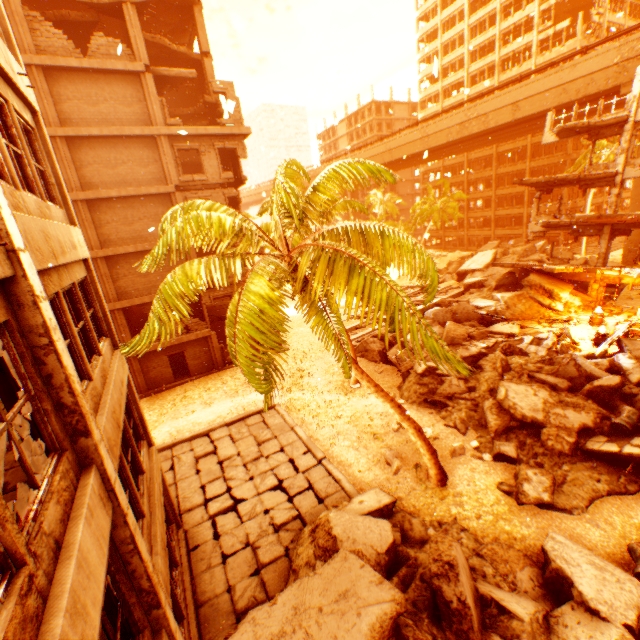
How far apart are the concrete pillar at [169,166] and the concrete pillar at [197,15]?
9.2m

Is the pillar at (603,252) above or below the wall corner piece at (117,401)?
below

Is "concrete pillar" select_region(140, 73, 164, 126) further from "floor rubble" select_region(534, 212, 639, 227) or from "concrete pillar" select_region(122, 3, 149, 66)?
"floor rubble" select_region(534, 212, 639, 227)

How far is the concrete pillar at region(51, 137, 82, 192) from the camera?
16.64m

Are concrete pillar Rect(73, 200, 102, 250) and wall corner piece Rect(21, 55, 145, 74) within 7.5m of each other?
yes

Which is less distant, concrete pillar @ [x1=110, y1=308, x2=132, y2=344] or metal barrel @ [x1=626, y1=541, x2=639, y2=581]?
metal barrel @ [x1=626, y1=541, x2=639, y2=581]

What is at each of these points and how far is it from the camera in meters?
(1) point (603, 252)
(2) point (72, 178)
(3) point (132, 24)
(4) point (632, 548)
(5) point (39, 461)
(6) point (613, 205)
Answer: (1) pillar, 20.9 m
(2) concrete pillar, 17.1 m
(3) concrete pillar, 17.0 m
(4) metal barrel, 7.7 m
(5) pillar, 3.6 m
(6) pillar, 20.3 m

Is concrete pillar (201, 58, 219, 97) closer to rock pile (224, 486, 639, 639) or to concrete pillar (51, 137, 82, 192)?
concrete pillar (51, 137, 82, 192)
